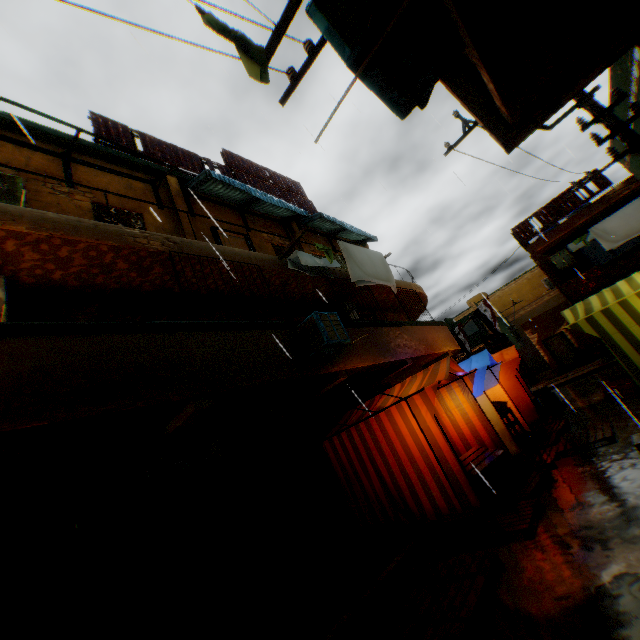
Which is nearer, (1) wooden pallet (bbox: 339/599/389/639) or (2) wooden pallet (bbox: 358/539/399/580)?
(1) wooden pallet (bbox: 339/599/389/639)

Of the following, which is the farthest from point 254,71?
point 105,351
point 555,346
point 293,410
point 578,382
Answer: point 555,346

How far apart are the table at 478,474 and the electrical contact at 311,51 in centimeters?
604cm

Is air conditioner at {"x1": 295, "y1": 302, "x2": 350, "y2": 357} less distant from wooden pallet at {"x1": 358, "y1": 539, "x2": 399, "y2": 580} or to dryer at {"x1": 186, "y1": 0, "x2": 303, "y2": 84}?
dryer at {"x1": 186, "y1": 0, "x2": 303, "y2": 84}

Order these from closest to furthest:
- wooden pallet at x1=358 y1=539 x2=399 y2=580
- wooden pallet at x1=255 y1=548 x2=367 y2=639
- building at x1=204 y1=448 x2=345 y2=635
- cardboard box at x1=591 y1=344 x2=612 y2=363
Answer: wooden pallet at x1=255 y1=548 x2=367 y2=639, wooden pallet at x1=358 y1=539 x2=399 y2=580, building at x1=204 y1=448 x2=345 y2=635, cardboard box at x1=591 y1=344 x2=612 y2=363

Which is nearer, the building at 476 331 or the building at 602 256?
the building at 602 256

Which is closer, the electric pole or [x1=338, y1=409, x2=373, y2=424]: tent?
the electric pole

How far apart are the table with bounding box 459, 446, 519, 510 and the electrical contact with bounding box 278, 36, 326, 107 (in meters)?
6.04
